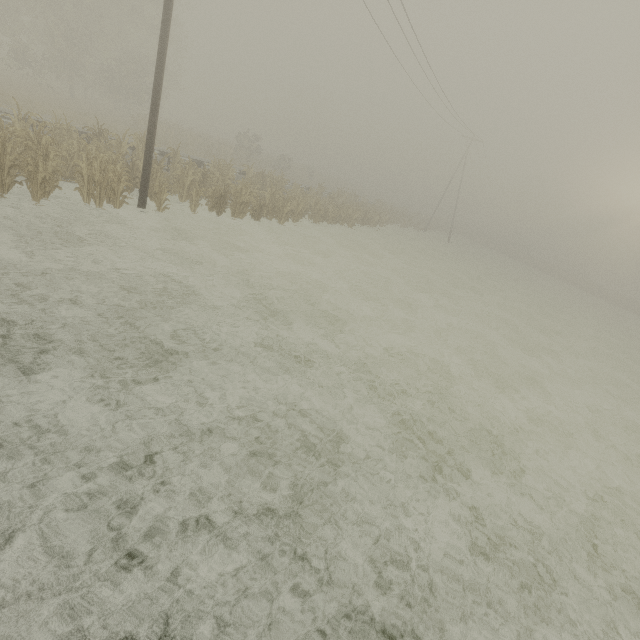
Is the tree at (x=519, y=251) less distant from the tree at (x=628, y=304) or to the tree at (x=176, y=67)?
the tree at (x=176, y=67)

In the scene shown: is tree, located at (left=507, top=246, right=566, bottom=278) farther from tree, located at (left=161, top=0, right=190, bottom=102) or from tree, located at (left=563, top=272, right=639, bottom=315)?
tree, located at (left=563, top=272, right=639, bottom=315)

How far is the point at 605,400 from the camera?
12.9 meters

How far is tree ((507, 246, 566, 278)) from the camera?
53.8 meters

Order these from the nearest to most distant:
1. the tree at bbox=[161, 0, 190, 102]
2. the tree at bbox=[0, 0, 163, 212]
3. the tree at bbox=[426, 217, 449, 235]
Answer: the tree at bbox=[0, 0, 163, 212], the tree at bbox=[161, 0, 190, 102], the tree at bbox=[426, 217, 449, 235]

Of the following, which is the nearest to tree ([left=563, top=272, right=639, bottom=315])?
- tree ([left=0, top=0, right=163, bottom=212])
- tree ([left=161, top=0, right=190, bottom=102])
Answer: tree ([left=0, top=0, right=163, bottom=212])

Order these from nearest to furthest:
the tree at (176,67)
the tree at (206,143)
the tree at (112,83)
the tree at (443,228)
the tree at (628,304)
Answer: the tree at (112,83), the tree at (206,143), the tree at (176,67), the tree at (628,304), the tree at (443,228)
